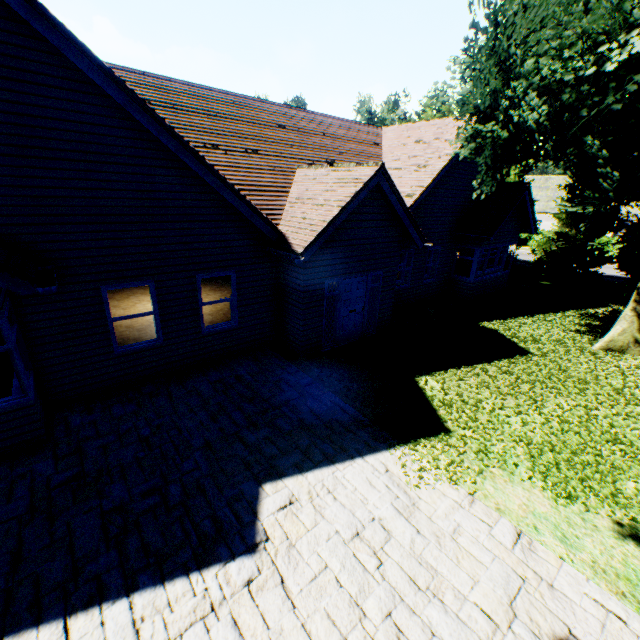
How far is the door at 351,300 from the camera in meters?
10.0 m

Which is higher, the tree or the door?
the tree

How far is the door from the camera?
10.0 meters

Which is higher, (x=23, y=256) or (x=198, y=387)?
(x=23, y=256)

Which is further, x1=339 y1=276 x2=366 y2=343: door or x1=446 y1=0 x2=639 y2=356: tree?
x1=339 y1=276 x2=366 y2=343: door

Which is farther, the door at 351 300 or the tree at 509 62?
the door at 351 300
